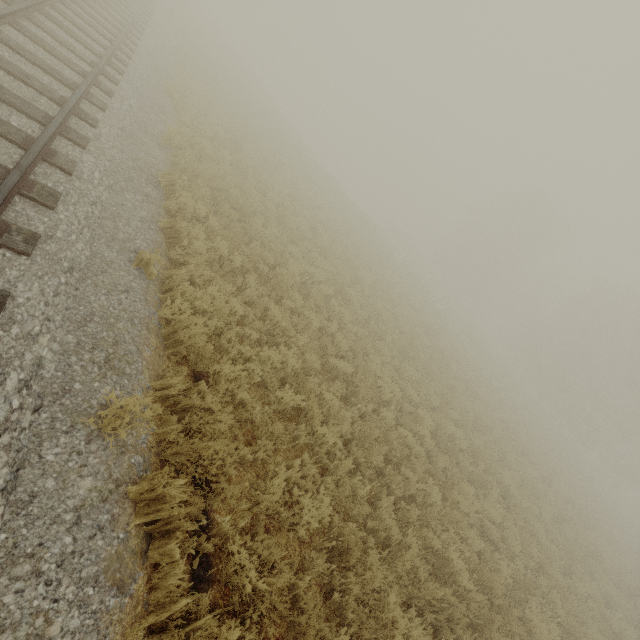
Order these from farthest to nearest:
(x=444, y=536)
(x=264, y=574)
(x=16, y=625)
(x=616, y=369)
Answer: (x=616, y=369) < (x=444, y=536) < (x=264, y=574) < (x=16, y=625)
